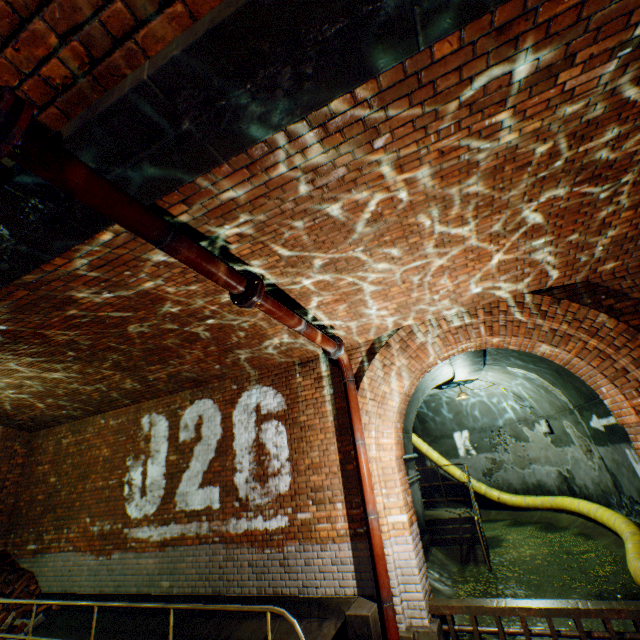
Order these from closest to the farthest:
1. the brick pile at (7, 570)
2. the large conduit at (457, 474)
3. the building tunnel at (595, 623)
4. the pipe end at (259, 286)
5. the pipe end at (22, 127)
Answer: the pipe end at (22, 127)
the pipe end at (259, 286)
the building tunnel at (595, 623)
the brick pile at (7, 570)
the large conduit at (457, 474)

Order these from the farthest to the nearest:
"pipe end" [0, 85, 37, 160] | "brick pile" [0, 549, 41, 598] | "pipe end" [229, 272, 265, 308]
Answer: "brick pile" [0, 549, 41, 598] → "pipe end" [229, 272, 265, 308] → "pipe end" [0, 85, 37, 160]

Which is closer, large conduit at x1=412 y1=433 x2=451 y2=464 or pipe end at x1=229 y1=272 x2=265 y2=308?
pipe end at x1=229 y1=272 x2=265 y2=308

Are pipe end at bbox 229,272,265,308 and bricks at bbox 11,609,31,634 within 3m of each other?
no

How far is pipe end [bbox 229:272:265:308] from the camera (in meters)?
3.23

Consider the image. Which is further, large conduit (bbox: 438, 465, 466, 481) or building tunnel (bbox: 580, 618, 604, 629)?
large conduit (bbox: 438, 465, 466, 481)

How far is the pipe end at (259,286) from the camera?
3.2m

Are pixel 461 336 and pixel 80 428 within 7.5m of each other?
no
